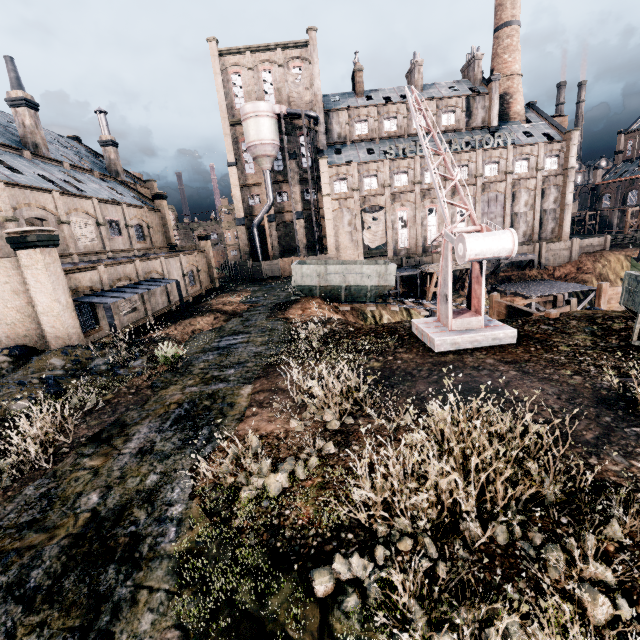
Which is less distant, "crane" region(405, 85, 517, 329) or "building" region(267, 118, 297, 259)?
"crane" region(405, 85, 517, 329)

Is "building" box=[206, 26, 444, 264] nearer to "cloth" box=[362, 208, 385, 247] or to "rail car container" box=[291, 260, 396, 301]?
"cloth" box=[362, 208, 385, 247]

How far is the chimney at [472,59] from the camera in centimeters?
4947cm

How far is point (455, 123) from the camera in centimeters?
4959cm

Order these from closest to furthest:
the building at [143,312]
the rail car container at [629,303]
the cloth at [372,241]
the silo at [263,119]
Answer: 1. the rail car container at [629,303]
2. the building at [143,312]
3. the silo at [263,119]
4. the cloth at [372,241]

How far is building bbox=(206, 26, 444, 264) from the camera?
46.3m

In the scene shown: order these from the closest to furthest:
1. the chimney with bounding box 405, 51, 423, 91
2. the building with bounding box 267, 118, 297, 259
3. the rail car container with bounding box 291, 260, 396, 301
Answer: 1. the rail car container with bounding box 291, 260, 396, 301
2. the chimney with bounding box 405, 51, 423, 91
3. the building with bounding box 267, 118, 297, 259

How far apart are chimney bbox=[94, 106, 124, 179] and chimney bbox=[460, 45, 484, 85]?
52.74m
